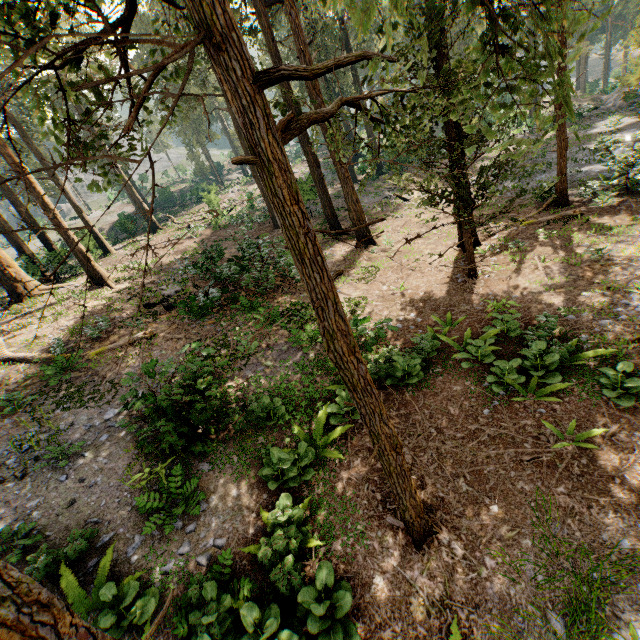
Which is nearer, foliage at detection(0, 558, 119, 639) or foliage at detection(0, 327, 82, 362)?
foliage at detection(0, 558, 119, 639)

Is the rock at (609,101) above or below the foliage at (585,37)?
below

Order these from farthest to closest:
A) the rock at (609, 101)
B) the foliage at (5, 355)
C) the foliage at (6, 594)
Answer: the rock at (609, 101) → the foliage at (5, 355) → the foliage at (6, 594)

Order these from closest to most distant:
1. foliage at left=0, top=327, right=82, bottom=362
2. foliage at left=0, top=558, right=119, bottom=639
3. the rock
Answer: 1. foliage at left=0, top=558, right=119, bottom=639
2. foliage at left=0, top=327, right=82, bottom=362
3. the rock

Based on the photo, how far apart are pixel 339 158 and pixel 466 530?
17.5 meters

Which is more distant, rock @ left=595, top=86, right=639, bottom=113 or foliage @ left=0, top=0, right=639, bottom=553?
rock @ left=595, top=86, right=639, bottom=113
